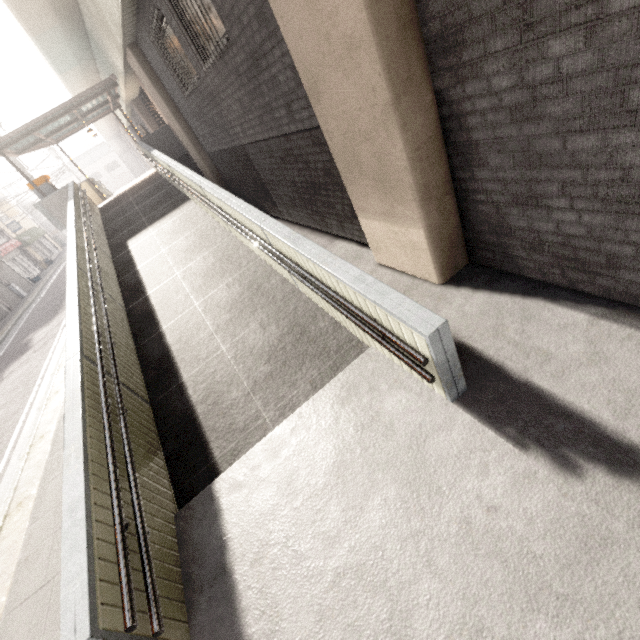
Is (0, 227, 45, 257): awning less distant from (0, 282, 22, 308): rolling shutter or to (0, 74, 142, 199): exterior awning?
(0, 282, 22, 308): rolling shutter

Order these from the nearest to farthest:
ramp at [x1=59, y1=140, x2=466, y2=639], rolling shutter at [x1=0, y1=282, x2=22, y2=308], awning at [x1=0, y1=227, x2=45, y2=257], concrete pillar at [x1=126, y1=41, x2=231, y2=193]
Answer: ramp at [x1=59, y1=140, x2=466, y2=639]
concrete pillar at [x1=126, y1=41, x2=231, y2=193]
rolling shutter at [x1=0, y1=282, x2=22, y2=308]
awning at [x1=0, y1=227, x2=45, y2=257]

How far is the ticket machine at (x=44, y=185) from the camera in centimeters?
1252cm

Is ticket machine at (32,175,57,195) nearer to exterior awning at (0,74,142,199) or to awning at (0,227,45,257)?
exterior awning at (0,74,142,199)

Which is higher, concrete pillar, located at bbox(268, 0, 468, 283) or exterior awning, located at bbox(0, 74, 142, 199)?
exterior awning, located at bbox(0, 74, 142, 199)

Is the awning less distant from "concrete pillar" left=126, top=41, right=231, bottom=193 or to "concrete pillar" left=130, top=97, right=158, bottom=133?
"concrete pillar" left=130, top=97, right=158, bottom=133

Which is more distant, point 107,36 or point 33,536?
point 107,36

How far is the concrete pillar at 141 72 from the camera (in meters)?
9.35
